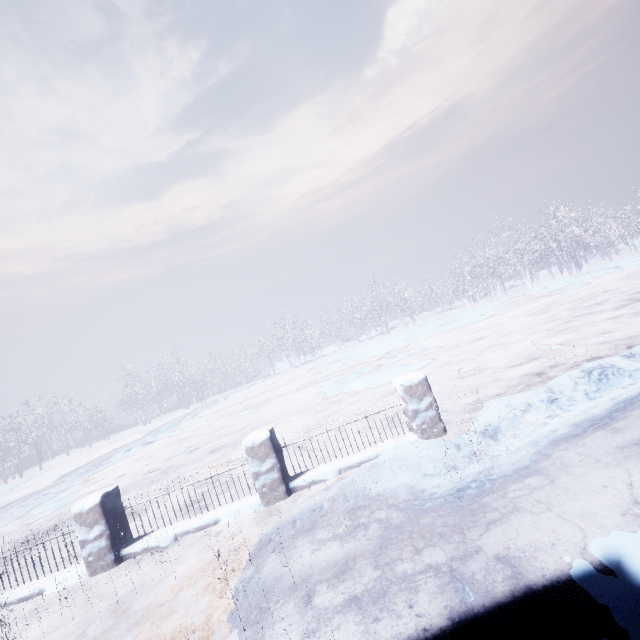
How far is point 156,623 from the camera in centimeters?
285cm
